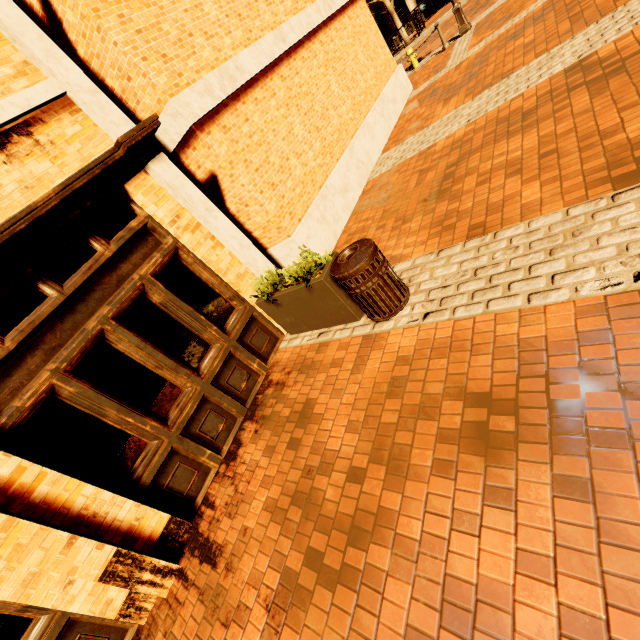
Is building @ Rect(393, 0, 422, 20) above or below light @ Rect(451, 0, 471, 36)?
above

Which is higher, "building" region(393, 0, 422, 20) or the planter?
"building" region(393, 0, 422, 20)

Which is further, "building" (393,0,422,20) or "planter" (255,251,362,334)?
"building" (393,0,422,20)

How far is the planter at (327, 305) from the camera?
4.01m

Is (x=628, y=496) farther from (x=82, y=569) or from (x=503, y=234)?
(x=82, y=569)

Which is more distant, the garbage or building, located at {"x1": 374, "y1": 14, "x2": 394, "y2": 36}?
building, located at {"x1": 374, "y1": 14, "x2": 394, "y2": 36}

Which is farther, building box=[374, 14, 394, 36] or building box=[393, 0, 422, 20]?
building box=[374, 14, 394, 36]

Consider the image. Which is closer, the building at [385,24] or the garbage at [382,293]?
the garbage at [382,293]
